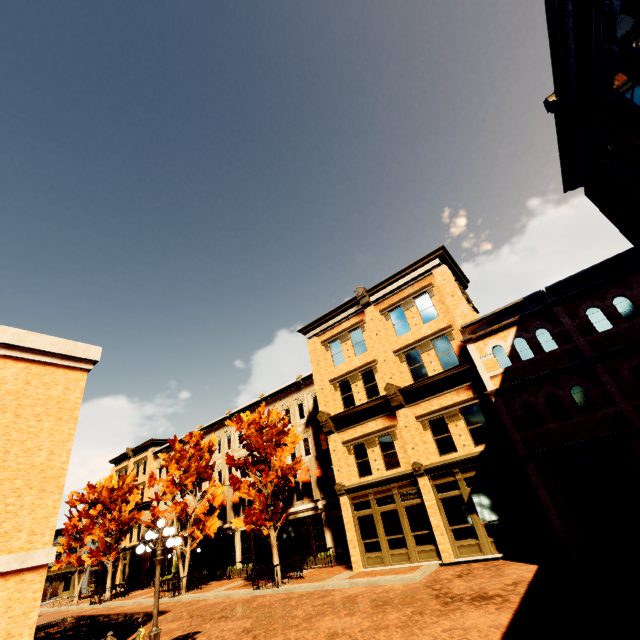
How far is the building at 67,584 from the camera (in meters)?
41.41

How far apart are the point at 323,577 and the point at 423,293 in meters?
17.0 m

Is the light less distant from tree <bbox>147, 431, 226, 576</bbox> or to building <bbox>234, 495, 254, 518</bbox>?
tree <bbox>147, 431, 226, 576</bbox>

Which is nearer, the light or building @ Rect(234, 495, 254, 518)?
the light

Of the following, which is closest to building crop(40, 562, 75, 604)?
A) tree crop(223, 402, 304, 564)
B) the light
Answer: tree crop(223, 402, 304, 564)

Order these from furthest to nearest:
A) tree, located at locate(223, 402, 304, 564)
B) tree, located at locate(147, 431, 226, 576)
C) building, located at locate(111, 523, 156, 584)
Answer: building, located at locate(111, 523, 156, 584) < tree, located at locate(147, 431, 226, 576) < tree, located at locate(223, 402, 304, 564)

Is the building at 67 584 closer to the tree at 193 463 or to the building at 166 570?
the building at 166 570

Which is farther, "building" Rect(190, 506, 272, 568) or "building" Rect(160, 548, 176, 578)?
"building" Rect(160, 548, 176, 578)
